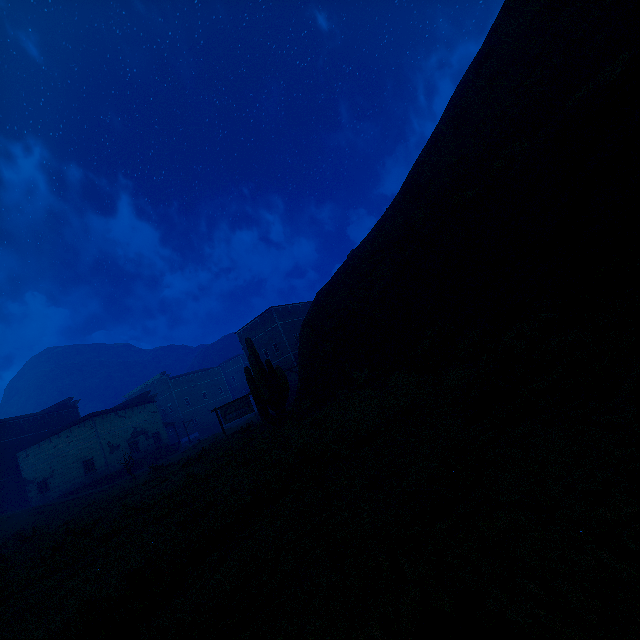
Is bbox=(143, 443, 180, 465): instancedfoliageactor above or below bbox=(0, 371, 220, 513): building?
below

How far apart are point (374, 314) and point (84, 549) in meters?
10.7 m

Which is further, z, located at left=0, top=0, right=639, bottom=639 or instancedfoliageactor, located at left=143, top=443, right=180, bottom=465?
instancedfoliageactor, located at left=143, top=443, right=180, bottom=465

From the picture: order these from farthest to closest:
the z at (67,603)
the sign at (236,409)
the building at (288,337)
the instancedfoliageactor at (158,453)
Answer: the building at (288,337)
the instancedfoliageactor at (158,453)
the sign at (236,409)
the z at (67,603)

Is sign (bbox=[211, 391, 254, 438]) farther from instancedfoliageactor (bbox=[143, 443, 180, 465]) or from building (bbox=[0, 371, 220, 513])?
instancedfoliageactor (bbox=[143, 443, 180, 465])

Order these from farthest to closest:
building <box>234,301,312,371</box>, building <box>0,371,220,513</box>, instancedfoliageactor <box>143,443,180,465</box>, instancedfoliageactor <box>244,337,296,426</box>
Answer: building <box>234,301,312,371</box> < instancedfoliageactor <box>143,443,180,465</box> < building <box>0,371,220,513</box> < instancedfoliageactor <box>244,337,296,426</box>

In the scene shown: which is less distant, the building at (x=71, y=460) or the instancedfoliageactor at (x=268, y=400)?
the instancedfoliageactor at (x=268, y=400)

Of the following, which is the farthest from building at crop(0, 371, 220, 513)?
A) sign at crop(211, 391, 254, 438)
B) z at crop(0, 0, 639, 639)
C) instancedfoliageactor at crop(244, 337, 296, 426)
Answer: instancedfoliageactor at crop(244, 337, 296, 426)
